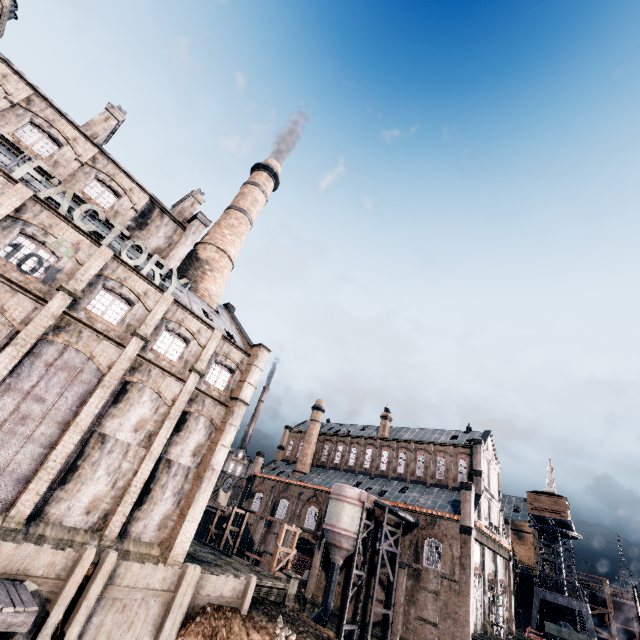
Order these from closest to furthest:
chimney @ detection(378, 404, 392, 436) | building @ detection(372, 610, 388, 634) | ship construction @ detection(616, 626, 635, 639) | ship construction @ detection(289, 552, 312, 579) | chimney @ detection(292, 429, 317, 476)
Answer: building @ detection(372, 610, 388, 634)
ship construction @ detection(289, 552, 312, 579)
ship construction @ detection(616, 626, 635, 639)
chimney @ detection(378, 404, 392, 436)
chimney @ detection(292, 429, 317, 476)

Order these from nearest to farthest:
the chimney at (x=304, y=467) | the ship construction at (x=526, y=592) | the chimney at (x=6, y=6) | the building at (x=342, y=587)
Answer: the chimney at (x=6, y=6)
the building at (x=342, y=587)
the ship construction at (x=526, y=592)
the chimney at (x=304, y=467)

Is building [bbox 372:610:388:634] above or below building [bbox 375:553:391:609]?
below

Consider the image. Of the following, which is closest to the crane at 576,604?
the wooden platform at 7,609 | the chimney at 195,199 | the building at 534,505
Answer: the building at 534,505

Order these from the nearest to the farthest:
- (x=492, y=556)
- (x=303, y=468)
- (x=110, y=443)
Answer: (x=110, y=443)
(x=492, y=556)
(x=303, y=468)

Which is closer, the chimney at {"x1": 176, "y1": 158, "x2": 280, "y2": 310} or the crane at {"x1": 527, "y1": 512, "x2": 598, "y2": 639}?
the chimney at {"x1": 176, "y1": 158, "x2": 280, "y2": 310}

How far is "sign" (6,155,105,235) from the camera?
17.3m

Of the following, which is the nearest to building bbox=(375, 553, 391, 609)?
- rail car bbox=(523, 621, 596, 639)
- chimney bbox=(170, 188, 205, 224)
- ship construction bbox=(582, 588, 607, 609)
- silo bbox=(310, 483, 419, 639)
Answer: silo bbox=(310, 483, 419, 639)
